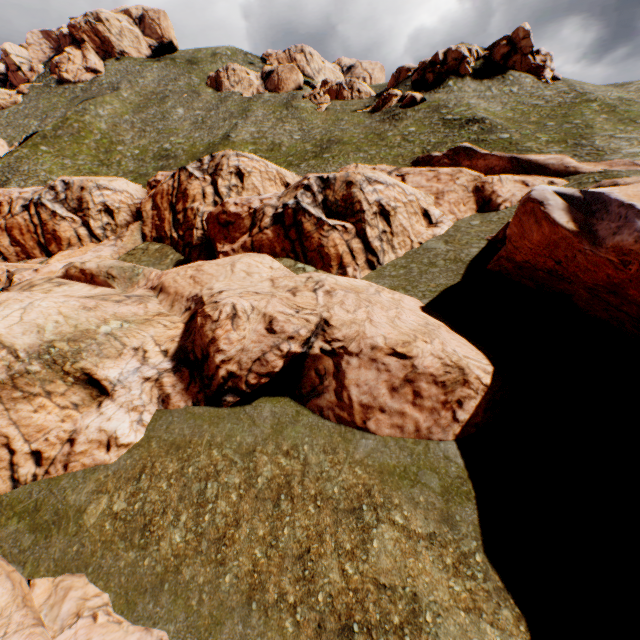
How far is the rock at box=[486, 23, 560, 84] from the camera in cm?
5469

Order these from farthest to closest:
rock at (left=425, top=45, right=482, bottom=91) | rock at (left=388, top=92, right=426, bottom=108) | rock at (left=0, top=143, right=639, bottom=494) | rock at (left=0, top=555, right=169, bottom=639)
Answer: rock at (left=425, top=45, right=482, bottom=91), rock at (left=388, top=92, right=426, bottom=108), rock at (left=0, top=143, right=639, bottom=494), rock at (left=0, top=555, right=169, bottom=639)

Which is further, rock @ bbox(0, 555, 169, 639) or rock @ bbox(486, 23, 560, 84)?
rock @ bbox(486, 23, 560, 84)

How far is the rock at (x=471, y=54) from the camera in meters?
56.9

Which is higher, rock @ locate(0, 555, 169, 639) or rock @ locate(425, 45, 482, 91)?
rock @ locate(425, 45, 482, 91)

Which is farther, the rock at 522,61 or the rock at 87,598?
the rock at 522,61

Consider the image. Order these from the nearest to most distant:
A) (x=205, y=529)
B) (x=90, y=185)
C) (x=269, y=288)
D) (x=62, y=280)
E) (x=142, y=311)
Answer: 1. (x=205, y=529)
2. (x=269, y=288)
3. (x=142, y=311)
4. (x=62, y=280)
5. (x=90, y=185)
